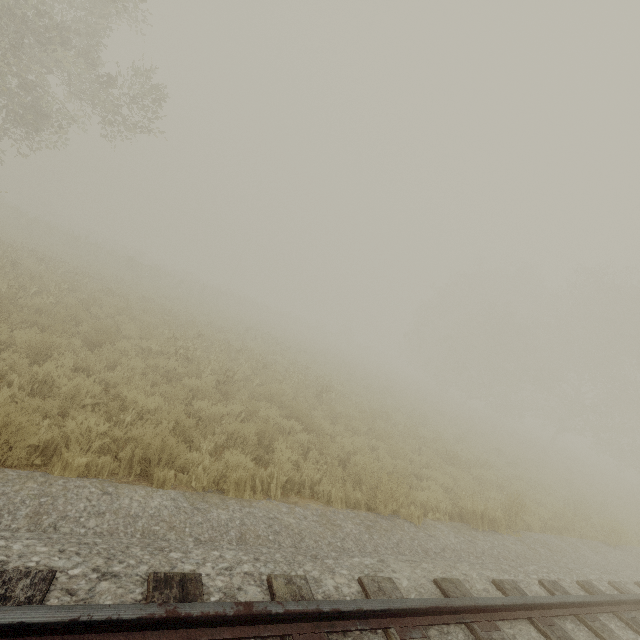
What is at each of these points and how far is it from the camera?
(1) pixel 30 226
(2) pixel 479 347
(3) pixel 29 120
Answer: (1) tree, 24.58m
(2) tree, 30.52m
(3) tree, 12.38m

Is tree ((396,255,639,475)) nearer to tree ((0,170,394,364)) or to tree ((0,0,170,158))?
tree ((0,170,394,364))

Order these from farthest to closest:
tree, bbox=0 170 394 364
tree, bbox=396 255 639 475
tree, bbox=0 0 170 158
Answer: tree, bbox=396 255 639 475 < tree, bbox=0 170 394 364 < tree, bbox=0 0 170 158

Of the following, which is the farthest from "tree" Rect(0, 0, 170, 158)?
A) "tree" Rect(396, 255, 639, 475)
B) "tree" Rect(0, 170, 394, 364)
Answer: "tree" Rect(396, 255, 639, 475)

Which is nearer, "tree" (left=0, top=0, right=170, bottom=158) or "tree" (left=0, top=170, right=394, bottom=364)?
"tree" (left=0, top=0, right=170, bottom=158)

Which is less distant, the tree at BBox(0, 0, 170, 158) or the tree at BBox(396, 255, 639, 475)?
the tree at BBox(0, 0, 170, 158)

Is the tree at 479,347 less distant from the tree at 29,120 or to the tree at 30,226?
the tree at 30,226
